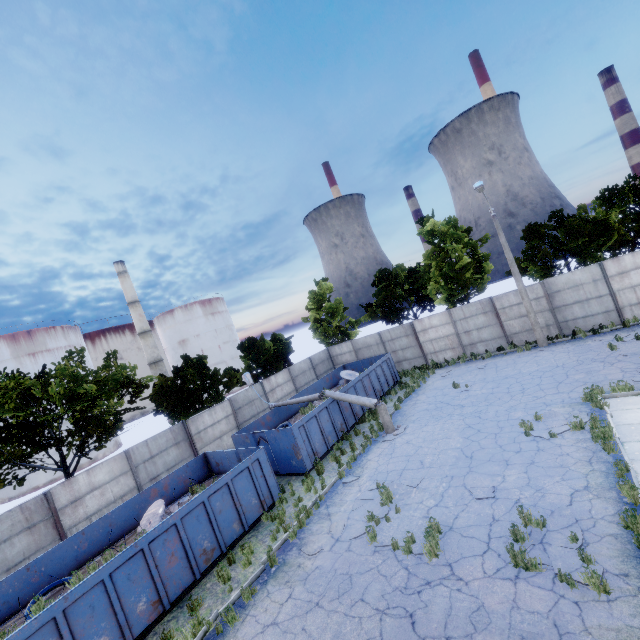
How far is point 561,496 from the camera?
7.94m

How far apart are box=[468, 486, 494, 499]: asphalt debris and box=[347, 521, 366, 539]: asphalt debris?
1.38m

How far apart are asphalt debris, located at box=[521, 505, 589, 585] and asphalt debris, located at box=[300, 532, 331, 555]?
4.8m

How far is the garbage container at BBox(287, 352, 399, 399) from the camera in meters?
19.2 m

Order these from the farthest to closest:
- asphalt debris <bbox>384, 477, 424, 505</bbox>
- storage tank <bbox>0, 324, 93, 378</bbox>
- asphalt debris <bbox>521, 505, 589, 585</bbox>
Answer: storage tank <bbox>0, 324, 93, 378</bbox> < asphalt debris <bbox>384, 477, 424, 505</bbox> < asphalt debris <bbox>521, 505, 589, 585</bbox>

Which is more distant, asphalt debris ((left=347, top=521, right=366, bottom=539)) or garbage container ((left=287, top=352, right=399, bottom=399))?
garbage container ((left=287, top=352, right=399, bottom=399))

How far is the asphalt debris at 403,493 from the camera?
10.13m

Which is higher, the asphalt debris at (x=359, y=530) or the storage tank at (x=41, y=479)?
the storage tank at (x=41, y=479)
